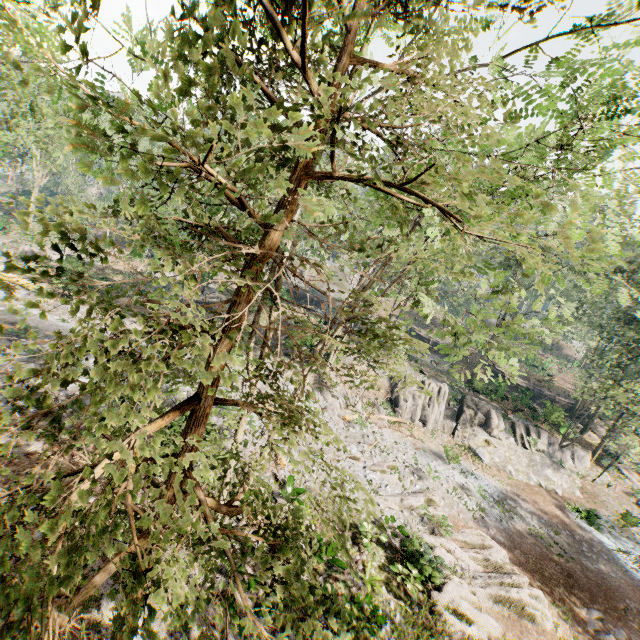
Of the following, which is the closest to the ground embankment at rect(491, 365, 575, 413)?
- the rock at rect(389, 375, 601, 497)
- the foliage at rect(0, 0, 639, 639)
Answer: the foliage at rect(0, 0, 639, 639)

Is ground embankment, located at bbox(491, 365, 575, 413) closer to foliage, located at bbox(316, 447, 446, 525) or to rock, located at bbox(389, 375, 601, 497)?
foliage, located at bbox(316, 447, 446, 525)

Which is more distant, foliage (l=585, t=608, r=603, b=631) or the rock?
the rock

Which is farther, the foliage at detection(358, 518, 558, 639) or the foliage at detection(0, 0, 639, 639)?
the foliage at detection(358, 518, 558, 639)

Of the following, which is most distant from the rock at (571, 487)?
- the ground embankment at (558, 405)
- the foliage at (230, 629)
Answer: the ground embankment at (558, 405)

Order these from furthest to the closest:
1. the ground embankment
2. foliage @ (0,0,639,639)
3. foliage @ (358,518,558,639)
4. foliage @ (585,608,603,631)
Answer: the ground embankment
foliage @ (585,608,603,631)
foliage @ (358,518,558,639)
foliage @ (0,0,639,639)

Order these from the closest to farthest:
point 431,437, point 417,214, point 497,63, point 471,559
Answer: point 497,63
point 417,214
point 471,559
point 431,437
